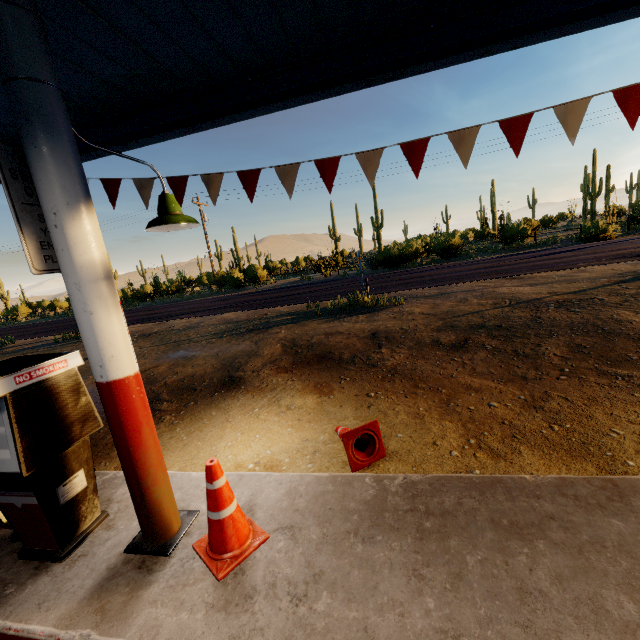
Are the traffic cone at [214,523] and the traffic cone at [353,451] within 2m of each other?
yes

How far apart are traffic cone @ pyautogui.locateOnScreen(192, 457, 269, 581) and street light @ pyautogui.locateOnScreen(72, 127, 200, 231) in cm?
203

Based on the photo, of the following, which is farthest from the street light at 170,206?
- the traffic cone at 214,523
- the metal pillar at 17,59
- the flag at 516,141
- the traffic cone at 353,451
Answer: the traffic cone at 353,451

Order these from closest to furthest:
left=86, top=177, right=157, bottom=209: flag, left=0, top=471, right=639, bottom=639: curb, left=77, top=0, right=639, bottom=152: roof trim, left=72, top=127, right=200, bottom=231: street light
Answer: left=0, top=471, right=639, bottom=639: curb
left=72, top=127, right=200, bottom=231: street light
left=77, top=0, right=639, bottom=152: roof trim
left=86, top=177, right=157, bottom=209: flag

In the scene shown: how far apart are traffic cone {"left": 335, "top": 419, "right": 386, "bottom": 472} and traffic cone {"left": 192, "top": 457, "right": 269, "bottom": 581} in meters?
1.1

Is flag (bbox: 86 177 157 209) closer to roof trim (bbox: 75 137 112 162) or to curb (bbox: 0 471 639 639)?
roof trim (bbox: 75 137 112 162)

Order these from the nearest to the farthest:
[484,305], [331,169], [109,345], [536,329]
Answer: [109,345], [331,169], [536,329], [484,305]

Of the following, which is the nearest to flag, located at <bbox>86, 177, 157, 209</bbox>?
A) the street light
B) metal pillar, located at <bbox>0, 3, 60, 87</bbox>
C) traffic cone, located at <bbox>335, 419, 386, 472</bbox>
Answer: the street light
